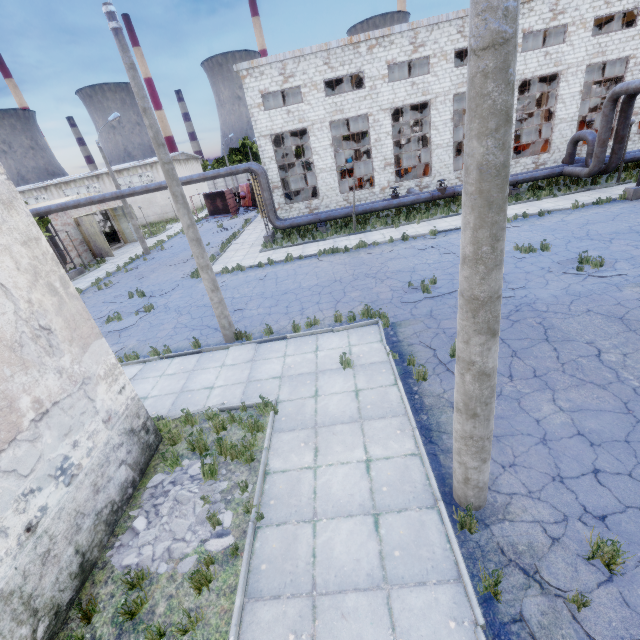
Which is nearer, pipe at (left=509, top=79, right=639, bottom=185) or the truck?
pipe at (left=509, top=79, right=639, bottom=185)

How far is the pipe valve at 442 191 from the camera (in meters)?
21.67

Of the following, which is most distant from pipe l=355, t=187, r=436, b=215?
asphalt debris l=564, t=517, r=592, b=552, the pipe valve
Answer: asphalt debris l=564, t=517, r=592, b=552

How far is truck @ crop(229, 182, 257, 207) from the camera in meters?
40.8 m

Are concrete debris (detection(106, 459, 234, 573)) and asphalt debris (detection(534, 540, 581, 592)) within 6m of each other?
yes

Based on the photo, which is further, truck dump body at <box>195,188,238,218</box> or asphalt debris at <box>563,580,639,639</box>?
truck dump body at <box>195,188,238,218</box>

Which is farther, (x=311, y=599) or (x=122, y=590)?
(x=122, y=590)

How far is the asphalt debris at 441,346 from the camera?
8.0m
